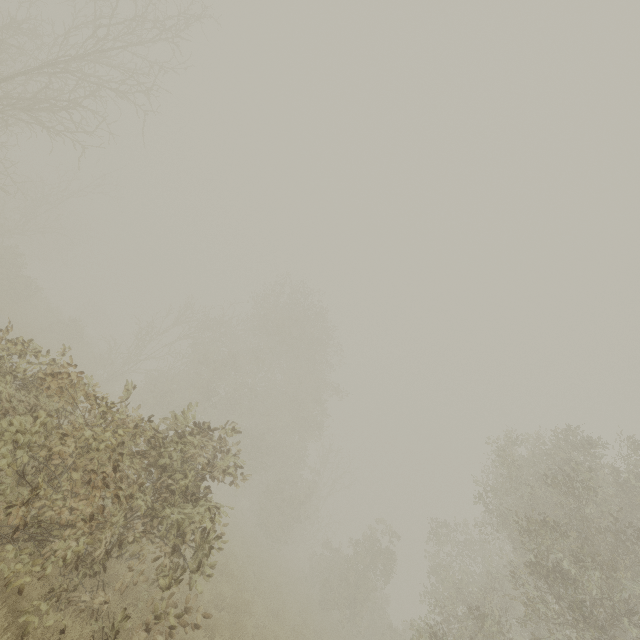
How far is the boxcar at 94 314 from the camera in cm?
5800

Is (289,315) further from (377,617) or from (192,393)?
(377,617)

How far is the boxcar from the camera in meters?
58.0
